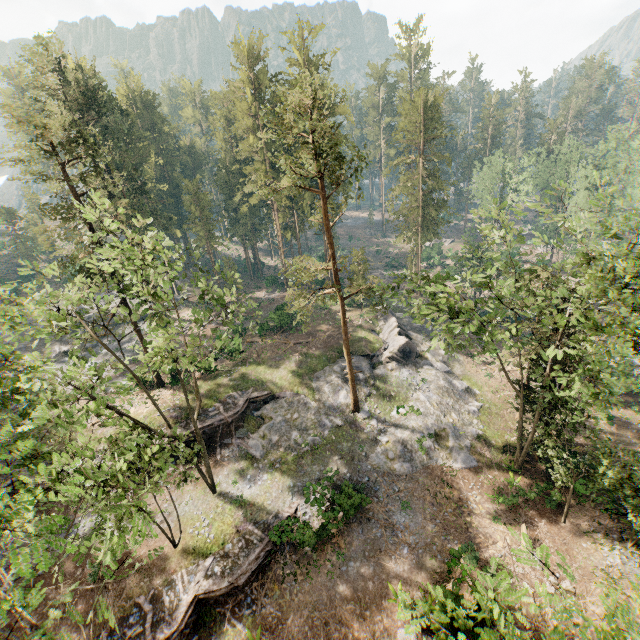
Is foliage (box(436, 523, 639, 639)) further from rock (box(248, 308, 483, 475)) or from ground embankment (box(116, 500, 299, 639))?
ground embankment (box(116, 500, 299, 639))

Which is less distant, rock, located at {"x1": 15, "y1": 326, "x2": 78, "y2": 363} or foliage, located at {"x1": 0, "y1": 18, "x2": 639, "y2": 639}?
foliage, located at {"x1": 0, "y1": 18, "x2": 639, "y2": 639}

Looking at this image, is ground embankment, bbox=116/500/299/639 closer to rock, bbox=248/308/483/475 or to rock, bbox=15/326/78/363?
rock, bbox=248/308/483/475

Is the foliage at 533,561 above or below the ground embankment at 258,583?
above

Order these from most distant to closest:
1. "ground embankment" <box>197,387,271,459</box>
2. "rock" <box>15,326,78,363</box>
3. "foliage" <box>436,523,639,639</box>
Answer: "rock" <box>15,326,78,363</box>
"ground embankment" <box>197,387,271,459</box>
"foliage" <box>436,523,639,639</box>

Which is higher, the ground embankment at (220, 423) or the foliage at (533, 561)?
the foliage at (533, 561)

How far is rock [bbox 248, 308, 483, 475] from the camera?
25.75m

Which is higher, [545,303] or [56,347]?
[545,303]
